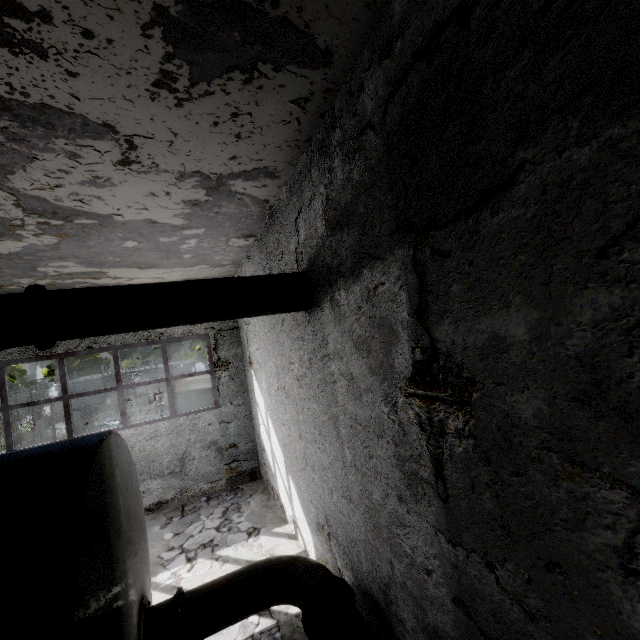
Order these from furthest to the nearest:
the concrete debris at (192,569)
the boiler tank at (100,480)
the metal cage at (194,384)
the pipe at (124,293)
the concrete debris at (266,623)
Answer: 1. the metal cage at (194,384)
2. the concrete debris at (192,569)
3. the concrete debris at (266,623)
4. the pipe at (124,293)
5. the boiler tank at (100,480)

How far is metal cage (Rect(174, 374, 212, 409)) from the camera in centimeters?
1260cm

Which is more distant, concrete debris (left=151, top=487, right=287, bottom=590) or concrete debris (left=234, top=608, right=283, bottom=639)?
concrete debris (left=151, top=487, right=287, bottom=590)

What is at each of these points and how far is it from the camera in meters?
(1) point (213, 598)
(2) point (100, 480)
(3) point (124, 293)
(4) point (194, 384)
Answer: (1) pipe, 4.4 m
(2) boiler tank, 3.3 m
(3) pipe, 3.7 m
(4) metal cage, 14.6 m

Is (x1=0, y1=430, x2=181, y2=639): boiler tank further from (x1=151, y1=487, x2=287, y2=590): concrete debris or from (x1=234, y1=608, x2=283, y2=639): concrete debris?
(x1=151, y1=487, x2=287, y2=590): concrete debris

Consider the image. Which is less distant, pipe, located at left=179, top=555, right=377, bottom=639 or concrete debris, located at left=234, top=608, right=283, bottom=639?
pipe, located at left=179, top=555, right=377, bottom=639

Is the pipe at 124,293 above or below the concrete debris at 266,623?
above

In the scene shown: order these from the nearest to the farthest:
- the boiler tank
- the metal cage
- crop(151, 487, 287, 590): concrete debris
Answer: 1. the boiler tank
2. crop(151, 487, 287, 590): concrete debris
3. the metal cage
